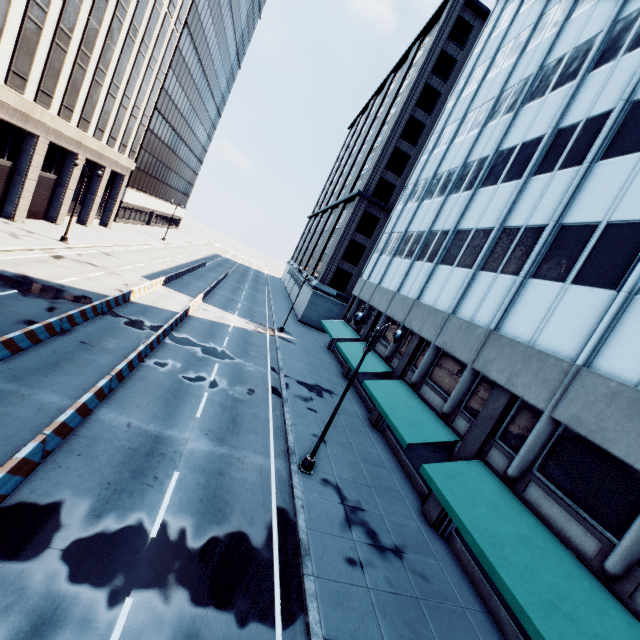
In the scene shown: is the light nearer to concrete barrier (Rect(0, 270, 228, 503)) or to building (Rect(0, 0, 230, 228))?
concrete barrier (Rect(0, 270, 228, 503))

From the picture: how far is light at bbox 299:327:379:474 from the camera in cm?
1304

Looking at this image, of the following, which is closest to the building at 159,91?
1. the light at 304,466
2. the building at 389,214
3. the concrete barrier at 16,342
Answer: the concrete barrier at 16,342

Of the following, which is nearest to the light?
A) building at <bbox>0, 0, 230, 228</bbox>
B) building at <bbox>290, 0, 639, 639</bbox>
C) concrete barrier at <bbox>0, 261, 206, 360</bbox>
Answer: building at <bbox>290, 0, 639, 639</bbox>

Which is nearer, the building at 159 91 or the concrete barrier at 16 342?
the concrete barrier at 16 342

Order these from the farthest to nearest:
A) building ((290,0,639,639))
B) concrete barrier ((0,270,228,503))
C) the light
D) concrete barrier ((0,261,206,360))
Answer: the light
concrete barrier ((0,261,206,360))
building ((290,0,639,639))
concrete barrier ((0,270,228,503))

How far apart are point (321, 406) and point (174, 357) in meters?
9.6 m
